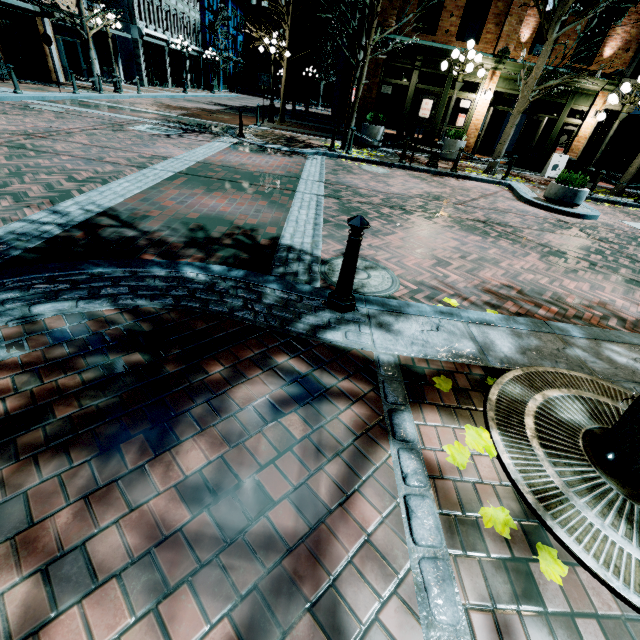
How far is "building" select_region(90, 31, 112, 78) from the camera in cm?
2152

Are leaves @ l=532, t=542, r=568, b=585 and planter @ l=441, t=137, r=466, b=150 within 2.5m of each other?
no

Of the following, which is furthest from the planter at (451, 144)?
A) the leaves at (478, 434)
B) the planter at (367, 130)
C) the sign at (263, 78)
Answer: → the leaves at (478, 434)

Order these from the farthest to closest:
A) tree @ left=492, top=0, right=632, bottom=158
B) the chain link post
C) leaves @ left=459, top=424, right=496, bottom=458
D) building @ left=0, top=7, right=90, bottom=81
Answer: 1. building @ left=0, top=7, right=90, bottom=81
2. tree @ left=492, top=0, right=632, bottom=158
3. the chain link post
4. leaves @ left=459, top=424, right=496, bottom=458

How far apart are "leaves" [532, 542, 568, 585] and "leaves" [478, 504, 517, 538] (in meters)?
0.14

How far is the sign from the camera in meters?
14.7 m

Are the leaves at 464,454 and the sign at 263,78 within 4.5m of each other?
no

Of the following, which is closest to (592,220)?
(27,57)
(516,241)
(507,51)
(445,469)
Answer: (516,241)
